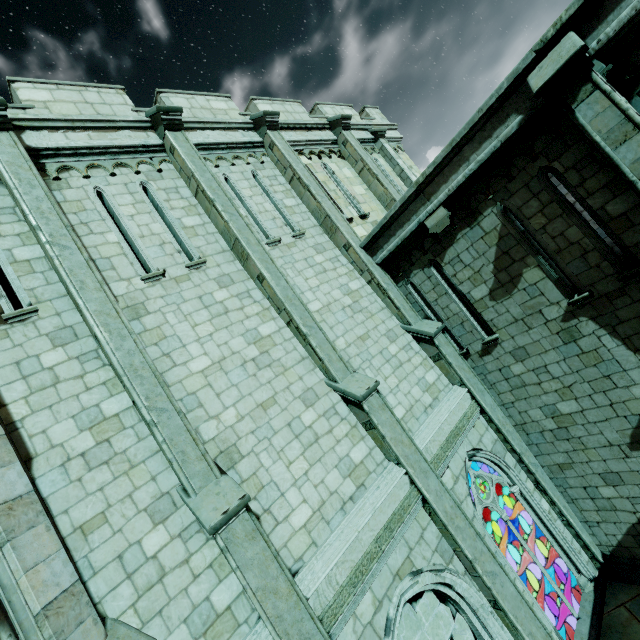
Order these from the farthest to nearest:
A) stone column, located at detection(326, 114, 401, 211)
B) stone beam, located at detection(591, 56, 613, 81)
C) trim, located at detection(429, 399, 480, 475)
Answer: stone column, located at detection(326, 114, 401, 211), trim, located at detection(429, 399, 480, 475), stone beam, located at detection(591, 56, 613, 81)

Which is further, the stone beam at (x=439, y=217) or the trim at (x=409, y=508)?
the stone beam at (x=439, y=217)

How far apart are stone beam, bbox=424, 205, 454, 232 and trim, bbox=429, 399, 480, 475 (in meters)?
4.42

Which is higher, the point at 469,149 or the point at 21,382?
the point at 21,382

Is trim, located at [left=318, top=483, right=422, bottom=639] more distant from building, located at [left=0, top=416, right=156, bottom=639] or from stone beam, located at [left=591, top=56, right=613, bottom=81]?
stone beam, located at [left=591, top=56, right=613, bottom=81]

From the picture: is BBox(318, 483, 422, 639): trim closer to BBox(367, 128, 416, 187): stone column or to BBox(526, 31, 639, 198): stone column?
BBox(526, 31, 639, 198): stone column

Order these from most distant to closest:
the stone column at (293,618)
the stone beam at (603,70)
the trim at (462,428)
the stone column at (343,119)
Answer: the stone column at (343,119) → the trim at (462,428) → the stone beam at (603,70) → the stone column at (293,618)
